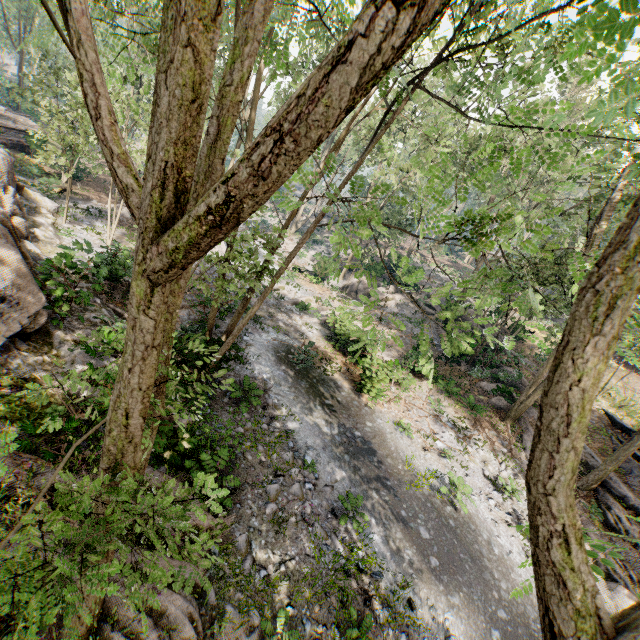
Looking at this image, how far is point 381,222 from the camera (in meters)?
5.24

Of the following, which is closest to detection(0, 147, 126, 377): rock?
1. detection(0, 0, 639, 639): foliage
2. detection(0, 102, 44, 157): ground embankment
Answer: detection(0, 0, 639, 639): foliage

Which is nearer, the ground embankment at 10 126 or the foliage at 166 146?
the foliage at 166 146

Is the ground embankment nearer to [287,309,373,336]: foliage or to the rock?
[287,309,373,336]: foliage

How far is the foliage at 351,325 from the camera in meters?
8.1 m

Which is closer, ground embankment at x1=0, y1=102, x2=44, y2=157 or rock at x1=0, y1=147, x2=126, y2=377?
rock at x1=0, y1=147, x2=126, y2=377
